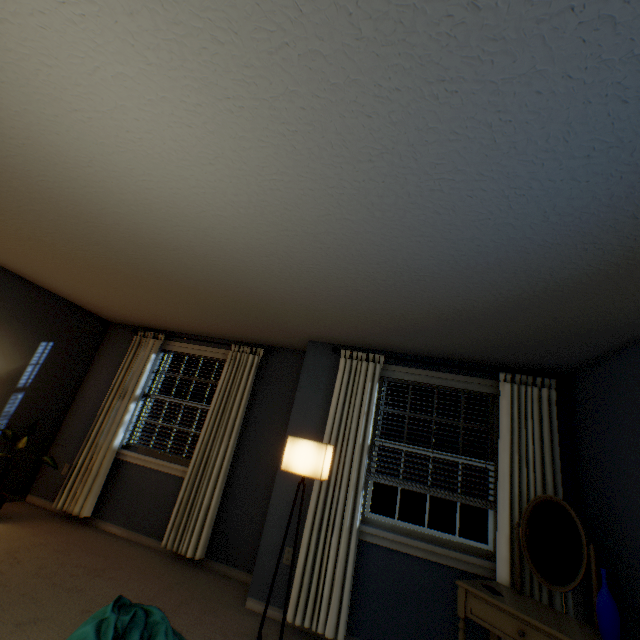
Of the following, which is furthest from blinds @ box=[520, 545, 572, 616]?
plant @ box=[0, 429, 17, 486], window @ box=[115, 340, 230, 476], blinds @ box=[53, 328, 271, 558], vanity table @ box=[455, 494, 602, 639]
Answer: plant @ box=[0, 429, 17, 486]

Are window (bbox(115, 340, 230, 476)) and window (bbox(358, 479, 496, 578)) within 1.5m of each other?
no

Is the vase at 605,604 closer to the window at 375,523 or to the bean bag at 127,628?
the window at 375,523

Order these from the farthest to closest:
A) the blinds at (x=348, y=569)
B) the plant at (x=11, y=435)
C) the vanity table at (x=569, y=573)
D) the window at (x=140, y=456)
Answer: the window at (x=140, y=456) < the plant at (x=11, y=435) < the blinds at (x=348, y=569) < the vanity table at (x=569, y=573)

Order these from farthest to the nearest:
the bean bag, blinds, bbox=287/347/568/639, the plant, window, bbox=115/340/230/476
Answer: window, bbox=115/340/230/476, the plant, blinds, bbox=287/347/568/639, the bean bag

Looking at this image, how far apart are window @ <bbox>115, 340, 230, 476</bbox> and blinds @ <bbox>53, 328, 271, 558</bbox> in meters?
0.0

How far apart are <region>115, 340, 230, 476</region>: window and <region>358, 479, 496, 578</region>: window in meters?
2.0 m

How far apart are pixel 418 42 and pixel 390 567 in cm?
340
